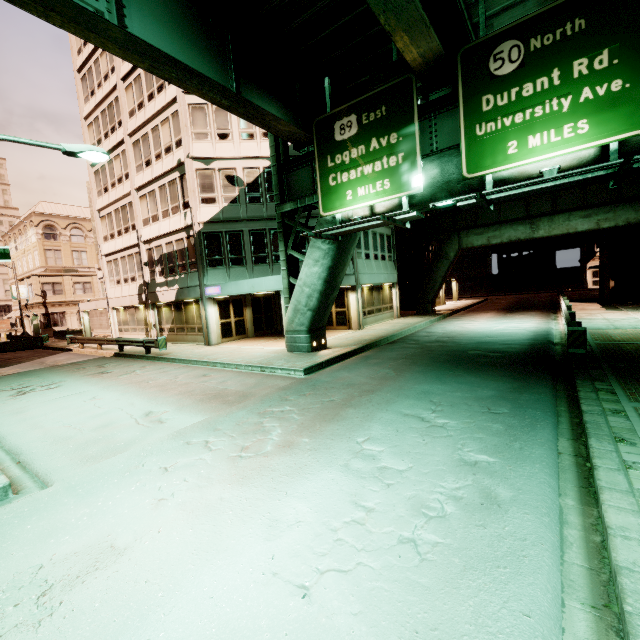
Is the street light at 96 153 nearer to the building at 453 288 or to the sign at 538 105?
the sign at 538 105

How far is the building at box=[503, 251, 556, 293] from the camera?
49.2m

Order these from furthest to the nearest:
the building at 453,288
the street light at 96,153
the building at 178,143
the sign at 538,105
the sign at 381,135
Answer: the building at 453,288
the building at 178,143
the sign at 381,135
the street light at 96,153
the sign at 538,105

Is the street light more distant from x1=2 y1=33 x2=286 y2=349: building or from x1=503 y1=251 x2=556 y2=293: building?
x1=503 y1=251 x2=556 y2=293: building

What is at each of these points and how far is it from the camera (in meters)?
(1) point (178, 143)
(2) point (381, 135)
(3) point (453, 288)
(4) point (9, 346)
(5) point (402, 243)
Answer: (1) building, 19.77
(2) sign, 11.06
(3) building, 43.72
(4) barrier, 28.78
(5) building, 33.62

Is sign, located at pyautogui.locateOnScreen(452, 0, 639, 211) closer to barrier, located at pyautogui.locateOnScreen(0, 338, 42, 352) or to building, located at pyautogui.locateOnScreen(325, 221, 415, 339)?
building, located at pyautogui.locateOnScreen(325, 221, 415, 339)

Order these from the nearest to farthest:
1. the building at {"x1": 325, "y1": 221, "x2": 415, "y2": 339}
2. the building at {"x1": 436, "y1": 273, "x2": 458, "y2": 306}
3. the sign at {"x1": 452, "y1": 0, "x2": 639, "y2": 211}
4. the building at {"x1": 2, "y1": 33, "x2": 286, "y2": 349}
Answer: the sign at {"x1": 452, "y1": 0, "x2": 639, "y2": 211} < the building at {"x1": 2, "y1": 33, "x2": 286, "y2": 349} < the building at {"x1": 325, "y1": 221, "x2": 415, "y2": 339} < the building at {"x1": 436, "y1": 273, "x2": 458, "y2": 306}

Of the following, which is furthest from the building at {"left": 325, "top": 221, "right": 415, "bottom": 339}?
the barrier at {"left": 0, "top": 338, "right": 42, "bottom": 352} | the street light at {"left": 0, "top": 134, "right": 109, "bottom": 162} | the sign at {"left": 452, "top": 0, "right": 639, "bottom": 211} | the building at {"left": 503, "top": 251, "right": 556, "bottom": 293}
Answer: the building at {"left": 503, "top": 251, "right": 556, "bottom": 293}
